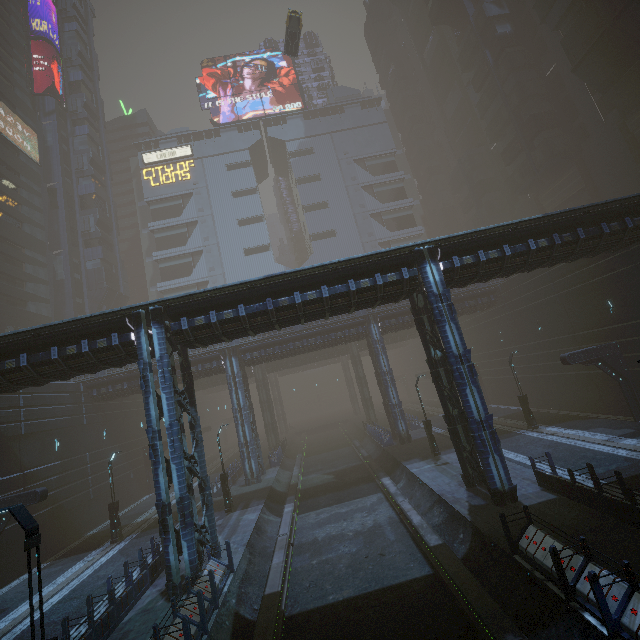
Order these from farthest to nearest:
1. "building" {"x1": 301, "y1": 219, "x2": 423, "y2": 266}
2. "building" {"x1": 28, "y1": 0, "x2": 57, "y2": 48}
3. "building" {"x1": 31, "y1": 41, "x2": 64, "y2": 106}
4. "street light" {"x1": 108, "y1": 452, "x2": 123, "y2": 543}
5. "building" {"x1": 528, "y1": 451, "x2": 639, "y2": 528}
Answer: "building" {"x1": 301, "y1": 219, "x2": 423, "y2": 266} < "building" {"x1": 28, "y1": 0, "x2": 57, "y2": 48} < "building" {"x1": 31, "y1": 41, "x2": 64, "y2": 106} < "street light" {"x1": 108, "y1": 452, "x2": 123, "y2": 543} < "building" {"x1": 528, "y1": 451, "x2": 639, "y2": 528}

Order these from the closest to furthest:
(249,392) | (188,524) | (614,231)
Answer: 1. (188,524)
2. (614,231)
3. (249,392)

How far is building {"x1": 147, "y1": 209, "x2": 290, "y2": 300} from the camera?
57.4 meters

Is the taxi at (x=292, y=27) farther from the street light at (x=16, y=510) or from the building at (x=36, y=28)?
the street light at (x=16, y=510)

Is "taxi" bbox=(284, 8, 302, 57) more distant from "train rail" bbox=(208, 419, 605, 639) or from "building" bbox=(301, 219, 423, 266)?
"train rail" bbox=(208, 419, 605, 639)

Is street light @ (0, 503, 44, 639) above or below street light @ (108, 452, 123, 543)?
above

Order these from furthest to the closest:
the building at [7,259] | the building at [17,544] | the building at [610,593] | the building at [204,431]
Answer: the building at [7,259] → the building at [17,544] → the building at [204,431] → the building at [610,593]

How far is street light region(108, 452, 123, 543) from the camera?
21.2 meters
